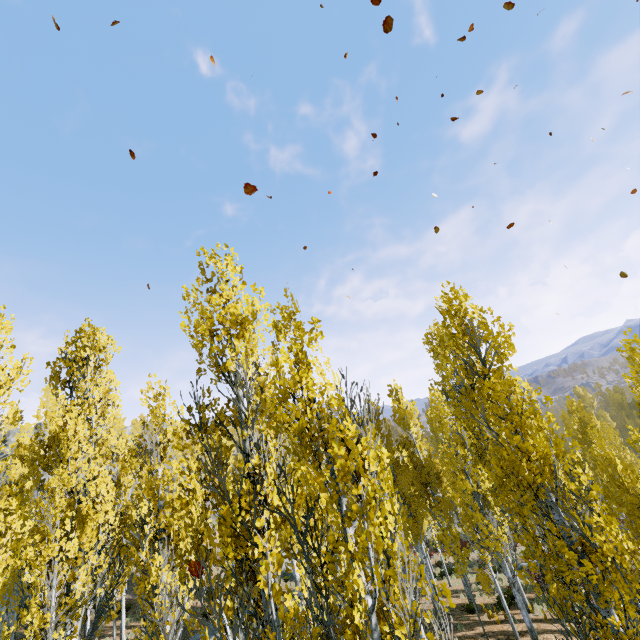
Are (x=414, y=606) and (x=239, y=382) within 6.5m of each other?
yes

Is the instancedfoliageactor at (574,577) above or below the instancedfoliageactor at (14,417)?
below

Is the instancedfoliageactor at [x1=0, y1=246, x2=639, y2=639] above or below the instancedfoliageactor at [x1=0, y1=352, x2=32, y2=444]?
below

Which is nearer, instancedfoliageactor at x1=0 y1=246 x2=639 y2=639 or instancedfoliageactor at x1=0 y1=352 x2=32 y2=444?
instancedfoliageactor at x1=0 y1=246 x2=639 y2=639

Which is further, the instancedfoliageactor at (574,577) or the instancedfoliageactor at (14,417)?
the instancedfoliageactor at (14,417)
